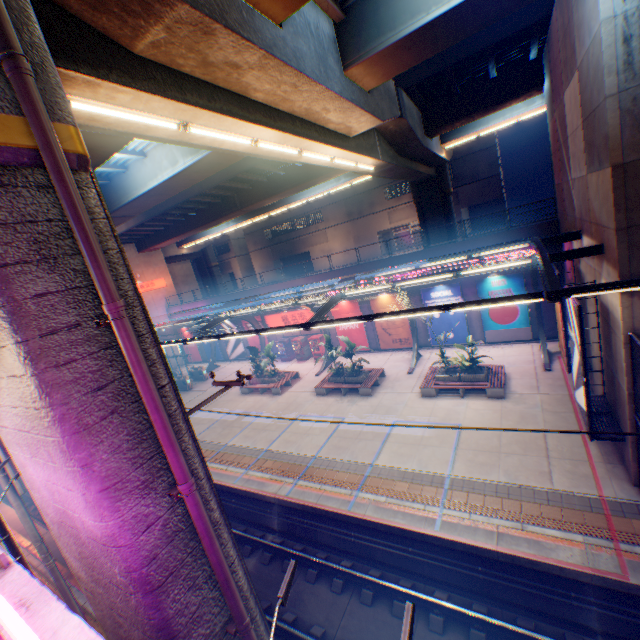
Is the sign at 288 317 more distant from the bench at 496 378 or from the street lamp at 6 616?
the street lamp at 6 616

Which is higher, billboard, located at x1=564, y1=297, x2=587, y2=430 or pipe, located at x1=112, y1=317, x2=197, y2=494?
pipe, located at x1=112, y1=317, x2=197, y2=494

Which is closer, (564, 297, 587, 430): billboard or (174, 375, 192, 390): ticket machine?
(564, 297, 587, 430): billboard

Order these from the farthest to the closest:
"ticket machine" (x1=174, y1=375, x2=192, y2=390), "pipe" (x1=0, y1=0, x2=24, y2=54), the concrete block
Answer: "ticket machine" (x1=174, y1=375, x2=192, y2=390) < the concrete block < "pipe" (x1=0, y1=0, x2=24, y2=54)

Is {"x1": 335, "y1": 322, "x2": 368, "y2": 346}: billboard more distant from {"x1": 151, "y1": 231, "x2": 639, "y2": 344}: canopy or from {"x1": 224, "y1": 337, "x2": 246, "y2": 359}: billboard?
{"x1": 224, "y1": 337, "x2": 246, "y2": 359}: billboard

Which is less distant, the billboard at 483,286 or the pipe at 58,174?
the pipe at 58,174

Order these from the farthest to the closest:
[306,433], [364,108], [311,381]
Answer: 1. [311,381]
2. [306,433]
3. [364,108]

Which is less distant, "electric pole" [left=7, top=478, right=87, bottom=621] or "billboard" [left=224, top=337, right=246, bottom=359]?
"electric pole" [left=7, top=478, right=87, bottom=621]
